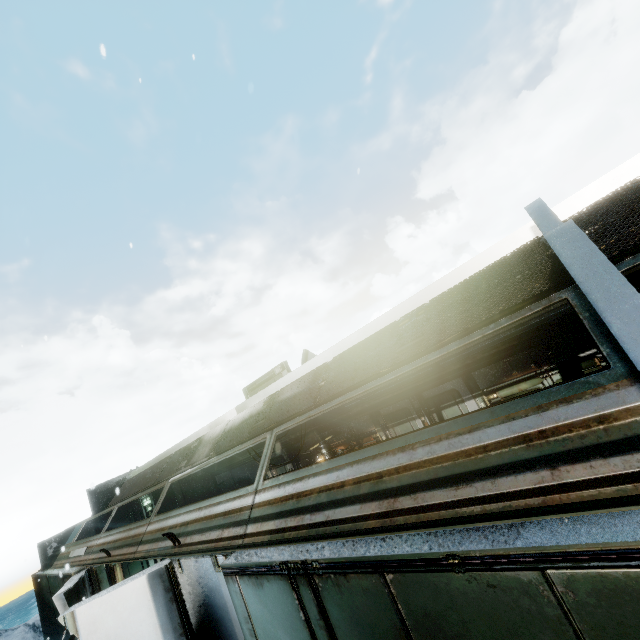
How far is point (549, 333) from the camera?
7.3 meters

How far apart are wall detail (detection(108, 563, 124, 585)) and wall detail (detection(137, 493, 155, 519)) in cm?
801

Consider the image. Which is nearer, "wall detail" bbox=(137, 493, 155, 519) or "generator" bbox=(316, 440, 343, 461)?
"generator" bbox=(316, 440, 343, 461)

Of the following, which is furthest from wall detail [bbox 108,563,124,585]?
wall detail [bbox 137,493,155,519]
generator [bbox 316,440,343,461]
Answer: wall detail [bbox 137,493,155,519]

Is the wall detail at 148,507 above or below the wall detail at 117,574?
above

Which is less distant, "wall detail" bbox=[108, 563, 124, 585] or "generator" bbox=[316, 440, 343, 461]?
"wall detail" bbox=[108, 563, 124, 585]

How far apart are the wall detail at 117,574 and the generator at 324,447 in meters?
6.0 m

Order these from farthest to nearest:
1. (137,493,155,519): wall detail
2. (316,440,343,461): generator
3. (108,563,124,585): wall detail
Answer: (137,493,155,519): wall detail → (316,440,343,461): generator → (108,563,124,585): wall detail
